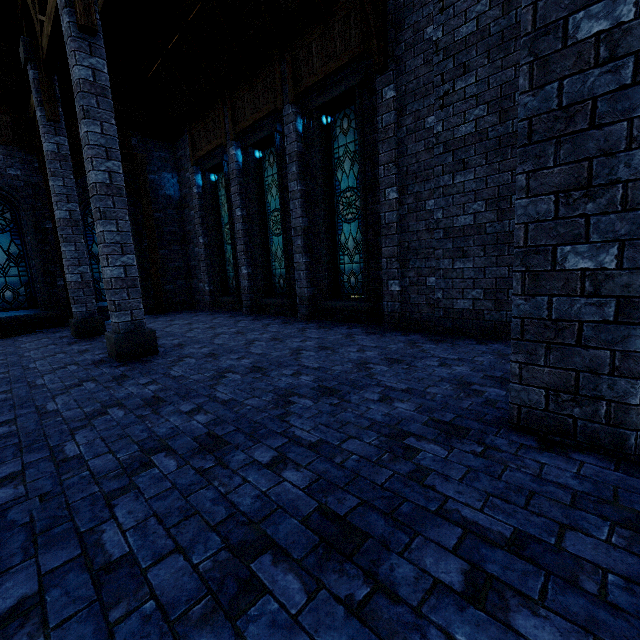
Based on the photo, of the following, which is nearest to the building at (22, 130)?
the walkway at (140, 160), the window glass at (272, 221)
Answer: the walkway at (140, 160)

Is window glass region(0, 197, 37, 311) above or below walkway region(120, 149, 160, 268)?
below

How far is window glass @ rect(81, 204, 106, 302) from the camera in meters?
12.0

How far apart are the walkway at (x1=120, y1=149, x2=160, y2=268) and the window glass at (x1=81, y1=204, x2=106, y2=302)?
0.74m

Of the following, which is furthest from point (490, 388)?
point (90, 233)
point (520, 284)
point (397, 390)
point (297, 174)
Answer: point (90, 233)

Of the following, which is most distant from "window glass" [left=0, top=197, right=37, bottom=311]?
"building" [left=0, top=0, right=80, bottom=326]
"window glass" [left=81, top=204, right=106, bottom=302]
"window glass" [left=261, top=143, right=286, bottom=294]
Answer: "window glass" [left=261, top=143, right=286, bottom=294]

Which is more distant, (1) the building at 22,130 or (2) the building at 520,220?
(1) the building at 22,130

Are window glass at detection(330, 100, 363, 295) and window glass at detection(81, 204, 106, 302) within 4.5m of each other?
no
